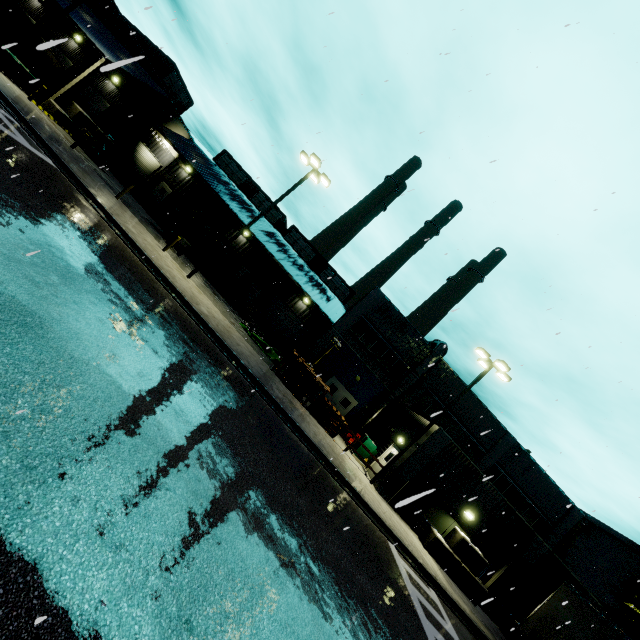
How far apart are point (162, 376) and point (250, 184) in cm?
3510

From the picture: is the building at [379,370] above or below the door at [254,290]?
above

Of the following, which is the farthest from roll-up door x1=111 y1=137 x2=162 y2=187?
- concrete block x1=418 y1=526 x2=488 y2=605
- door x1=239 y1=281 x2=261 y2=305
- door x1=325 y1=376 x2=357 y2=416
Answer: concrete block x1=418 y1=526 x2=488 y2=605

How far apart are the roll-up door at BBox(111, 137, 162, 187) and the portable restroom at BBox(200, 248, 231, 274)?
11.8 meters

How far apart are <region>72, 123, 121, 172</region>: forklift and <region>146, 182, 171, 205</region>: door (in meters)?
9.57

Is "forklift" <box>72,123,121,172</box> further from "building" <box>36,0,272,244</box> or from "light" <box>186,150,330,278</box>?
"light" <box>186,150,330,278</box>

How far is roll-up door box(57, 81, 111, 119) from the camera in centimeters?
2800cm

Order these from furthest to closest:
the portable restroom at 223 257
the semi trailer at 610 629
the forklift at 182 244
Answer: the portable restroom at 223 257 < the forklift at 182 244 < the semi trailer at 610 629
